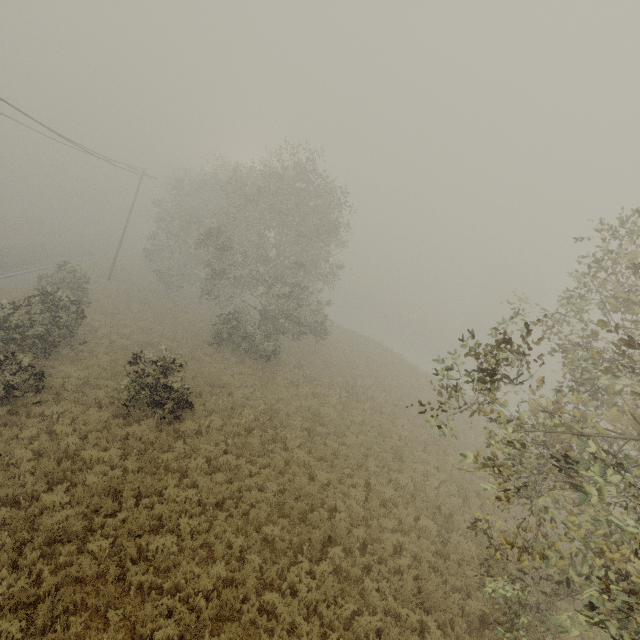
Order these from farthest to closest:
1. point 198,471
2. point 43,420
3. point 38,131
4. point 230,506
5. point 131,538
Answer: point 38,131 < point 43,420 < point 198,471 < point 230,506 < point 131,538
